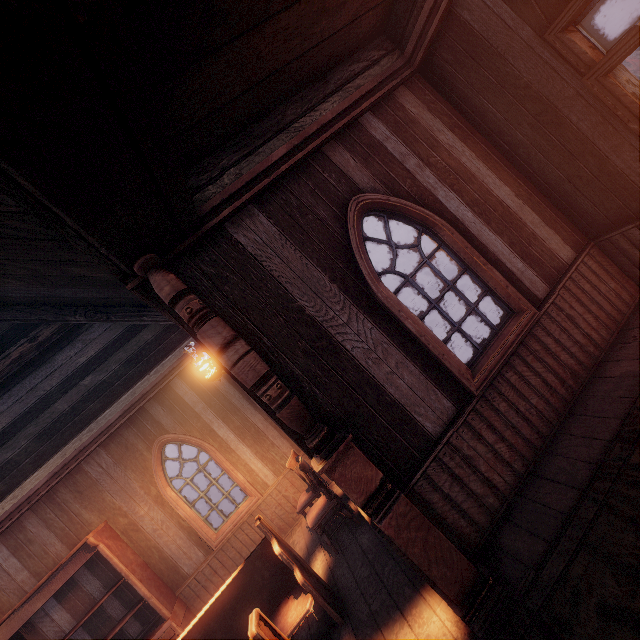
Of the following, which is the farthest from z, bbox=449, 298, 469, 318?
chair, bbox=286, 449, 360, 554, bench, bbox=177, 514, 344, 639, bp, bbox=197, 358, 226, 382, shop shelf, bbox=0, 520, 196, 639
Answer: shop shelf, bbox=0, 520, 196, 639

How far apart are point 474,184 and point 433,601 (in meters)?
4.21

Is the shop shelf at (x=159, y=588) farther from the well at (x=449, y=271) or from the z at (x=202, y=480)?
the well at (x=449, y=271)

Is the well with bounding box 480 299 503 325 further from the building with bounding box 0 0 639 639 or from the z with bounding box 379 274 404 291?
the building with bounding box 0 0 639 639

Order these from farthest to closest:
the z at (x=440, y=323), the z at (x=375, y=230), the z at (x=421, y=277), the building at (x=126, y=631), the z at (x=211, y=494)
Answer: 1. the z at (x=375, y=230)
2. the z at (x=421, y=277)
3. the z at (x=211, y=494)
4. the z at (x=440, y=323)
5. the building at (x=126, y=631)

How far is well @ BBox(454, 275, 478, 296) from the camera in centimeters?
664cm

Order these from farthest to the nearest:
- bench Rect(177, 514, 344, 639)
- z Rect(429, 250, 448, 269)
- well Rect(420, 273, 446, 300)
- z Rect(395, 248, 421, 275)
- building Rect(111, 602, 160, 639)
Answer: z Rect(395, 248, 421, 275) < z Rect(429, 250, 448, 269) < well Rect(420, 273, 446, 300) < building Rect(111, 602, 160, 639) < bench Rect(177, 514, 344, 639)

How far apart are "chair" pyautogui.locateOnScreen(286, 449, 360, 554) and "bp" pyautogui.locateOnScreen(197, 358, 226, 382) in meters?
1.7
